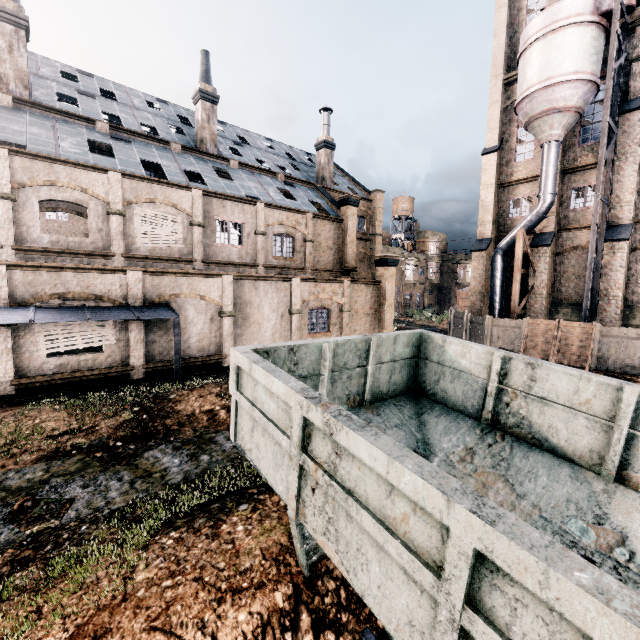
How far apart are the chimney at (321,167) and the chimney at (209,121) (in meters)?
10.80

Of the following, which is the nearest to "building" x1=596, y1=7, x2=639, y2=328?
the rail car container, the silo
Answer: the silo

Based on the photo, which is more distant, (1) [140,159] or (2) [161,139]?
(2) [161,139]

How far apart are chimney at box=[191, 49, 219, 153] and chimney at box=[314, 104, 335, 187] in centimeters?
1080cm

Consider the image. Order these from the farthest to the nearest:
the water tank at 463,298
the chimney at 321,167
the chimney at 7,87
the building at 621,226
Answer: the water tank at 463,298, the chimney at 321,167, the building at 621,226, the chimney at 7,87

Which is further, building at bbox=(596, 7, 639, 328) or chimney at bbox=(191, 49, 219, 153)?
chimney at bbox=(191, 49, 219, 153)

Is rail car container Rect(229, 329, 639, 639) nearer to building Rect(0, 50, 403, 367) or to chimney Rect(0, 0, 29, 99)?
building Rect(0, 50, 403, 367)

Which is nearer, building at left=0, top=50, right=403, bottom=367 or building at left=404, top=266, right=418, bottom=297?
building at left=0, top=50, right=403, bottom=367
